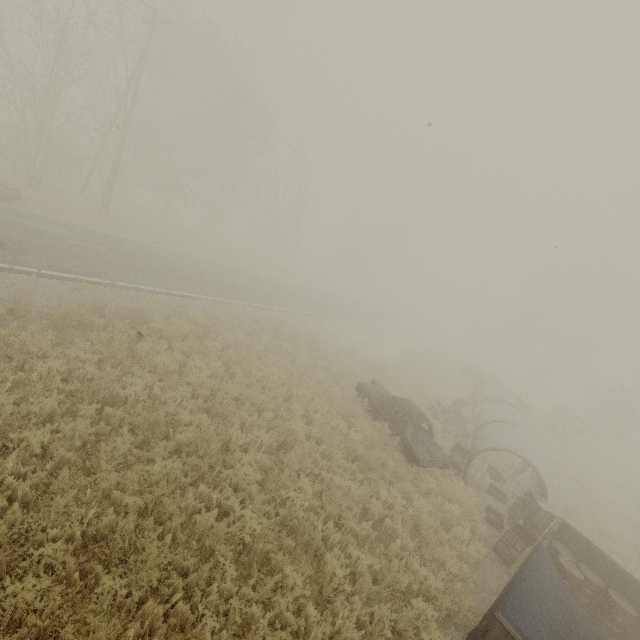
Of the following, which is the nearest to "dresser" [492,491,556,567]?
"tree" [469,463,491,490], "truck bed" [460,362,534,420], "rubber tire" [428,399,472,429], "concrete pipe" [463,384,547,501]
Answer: "concrete pipe" [463,384,547,501]

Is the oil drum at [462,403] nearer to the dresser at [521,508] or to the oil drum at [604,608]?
the dresser at [521,508]

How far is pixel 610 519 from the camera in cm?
1477

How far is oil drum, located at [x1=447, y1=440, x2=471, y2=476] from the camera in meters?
11.3 m

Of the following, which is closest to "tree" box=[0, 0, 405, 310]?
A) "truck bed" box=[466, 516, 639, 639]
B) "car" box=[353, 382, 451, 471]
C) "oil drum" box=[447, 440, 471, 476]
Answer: "car" box=[353, 382, 451, 471]

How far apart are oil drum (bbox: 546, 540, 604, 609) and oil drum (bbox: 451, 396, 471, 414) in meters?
9.5

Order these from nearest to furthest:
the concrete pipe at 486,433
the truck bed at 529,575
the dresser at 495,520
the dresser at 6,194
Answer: the truck bed at 529,575
the dresser at 495,520
the concrete pipe at 486,433
the dresser at 6,194

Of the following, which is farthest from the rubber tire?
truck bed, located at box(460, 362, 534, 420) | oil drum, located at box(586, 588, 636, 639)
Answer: oil drum, located at box(586, 588, 636, 639)
